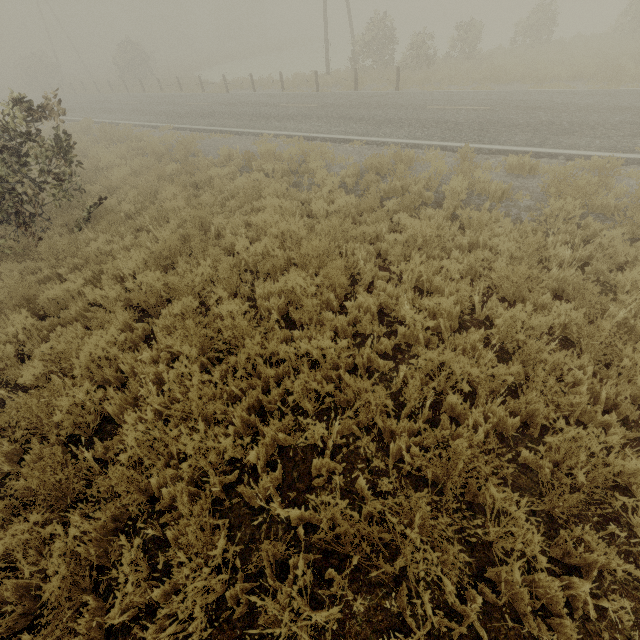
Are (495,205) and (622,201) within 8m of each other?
yes
